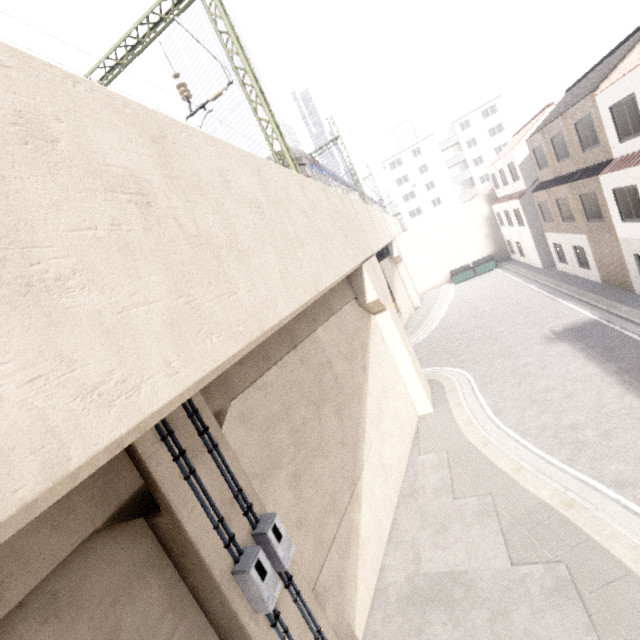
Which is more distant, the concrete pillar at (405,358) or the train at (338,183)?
the train at (338,183)

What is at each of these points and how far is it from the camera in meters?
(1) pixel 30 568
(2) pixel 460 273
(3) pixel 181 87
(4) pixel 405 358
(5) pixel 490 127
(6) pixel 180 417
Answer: (1) concrete pillar, 3.0 m
(2) dumpster, 33.4 m
(3) power line, 11.2 m
(4) concrete pillar, 13.4 m
(5) building, 50.7 m
(6) concrete pillar, 4.8 m

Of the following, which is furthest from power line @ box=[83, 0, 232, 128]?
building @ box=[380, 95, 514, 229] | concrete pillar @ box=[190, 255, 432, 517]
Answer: building @ box=[380, 95, 514, 229]

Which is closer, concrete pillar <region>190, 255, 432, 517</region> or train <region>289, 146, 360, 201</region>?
concrete pillar <region>190, 255, 432, 517</region>

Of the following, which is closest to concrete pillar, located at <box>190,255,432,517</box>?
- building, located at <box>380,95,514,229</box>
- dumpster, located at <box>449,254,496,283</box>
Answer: building, located at <box>380,95,514,229</box>

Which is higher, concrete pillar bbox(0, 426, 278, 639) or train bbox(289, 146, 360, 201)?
train bbox(289, 146, 360, 201)

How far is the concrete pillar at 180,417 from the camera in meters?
4.7
